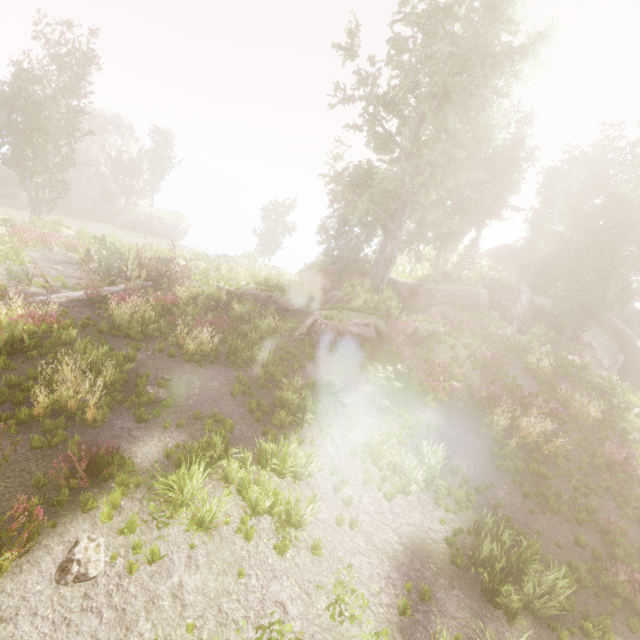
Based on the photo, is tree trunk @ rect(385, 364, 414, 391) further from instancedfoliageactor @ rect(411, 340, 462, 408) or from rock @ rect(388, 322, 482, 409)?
instancedfoliageactor @ rect(411, 340, 462, 408)

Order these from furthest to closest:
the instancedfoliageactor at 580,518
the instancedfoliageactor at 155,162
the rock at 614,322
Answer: the instancedfoliageactor at 155,162 → the rock at 614,322 → the instancedfoliageactor at 580,518

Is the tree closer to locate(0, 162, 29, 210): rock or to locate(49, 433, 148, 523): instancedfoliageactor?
locate(49, 433, 148, 523): instancedfoliageactor

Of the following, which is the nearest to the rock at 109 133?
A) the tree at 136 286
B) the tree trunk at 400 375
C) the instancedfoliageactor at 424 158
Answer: the instancedfoliageactor at 424 158

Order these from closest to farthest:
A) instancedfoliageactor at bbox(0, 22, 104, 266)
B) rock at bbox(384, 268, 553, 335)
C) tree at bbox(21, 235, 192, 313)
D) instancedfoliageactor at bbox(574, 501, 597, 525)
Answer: instancedfoliageactor at bbox(574, 501, 597, 525) < tree at bbox(21, 235, 192, 313) < instancedfoliageactor at bbox(0, 22, 104, 266) < rock at bbox(384, 268, 553, 335)

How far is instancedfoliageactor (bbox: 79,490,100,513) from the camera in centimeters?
599cm

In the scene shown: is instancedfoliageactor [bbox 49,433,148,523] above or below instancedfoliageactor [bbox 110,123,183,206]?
below

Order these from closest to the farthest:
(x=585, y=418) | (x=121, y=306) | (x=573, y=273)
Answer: (x=121, y=306) < (x=585, y=418) < (x=573, y=273)
